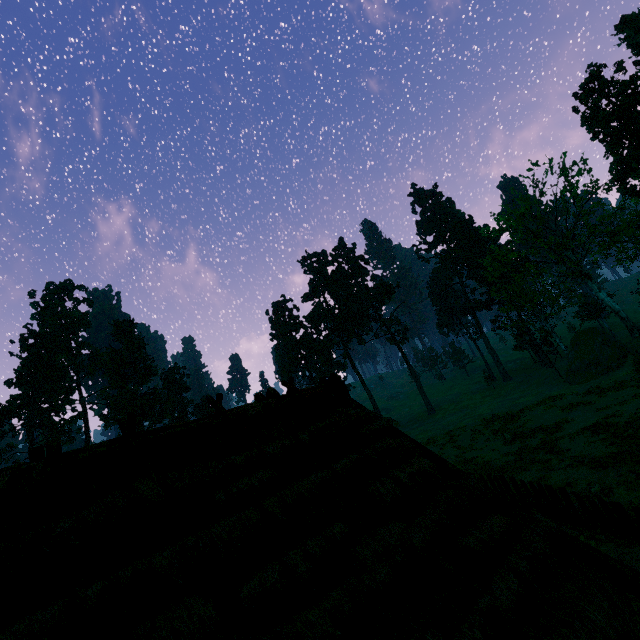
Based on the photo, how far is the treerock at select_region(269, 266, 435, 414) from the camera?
53.2 meters

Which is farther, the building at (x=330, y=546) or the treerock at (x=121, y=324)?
the treerock at (x=121, y=324)

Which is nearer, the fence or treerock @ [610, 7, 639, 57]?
the fence

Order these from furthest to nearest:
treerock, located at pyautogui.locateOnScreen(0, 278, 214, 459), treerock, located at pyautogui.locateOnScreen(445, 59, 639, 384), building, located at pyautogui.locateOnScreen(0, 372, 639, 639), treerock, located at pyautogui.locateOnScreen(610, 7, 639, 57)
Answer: treerock, located at pyautogui.locateOnScreen(0, 278, 214, 459) → treerock, located at pyautogui.locateOnScreen(610, 7, 639, 57) → treerock, located at pyautogui.locateOnScreen(445, 59, 639, 384) → building, located at pyautogui.locateOnScreen(0, 372, 639, 639)

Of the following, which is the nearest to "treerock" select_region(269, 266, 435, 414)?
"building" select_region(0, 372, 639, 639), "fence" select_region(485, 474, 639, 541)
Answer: "building" select_region(0, 372, 639, 639)

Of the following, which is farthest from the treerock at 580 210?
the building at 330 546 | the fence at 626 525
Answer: the fence at 626 525

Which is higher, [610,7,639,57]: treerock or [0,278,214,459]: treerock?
[610,7,639,57]: treerock

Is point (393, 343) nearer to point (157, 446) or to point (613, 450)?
point (613, 450)
